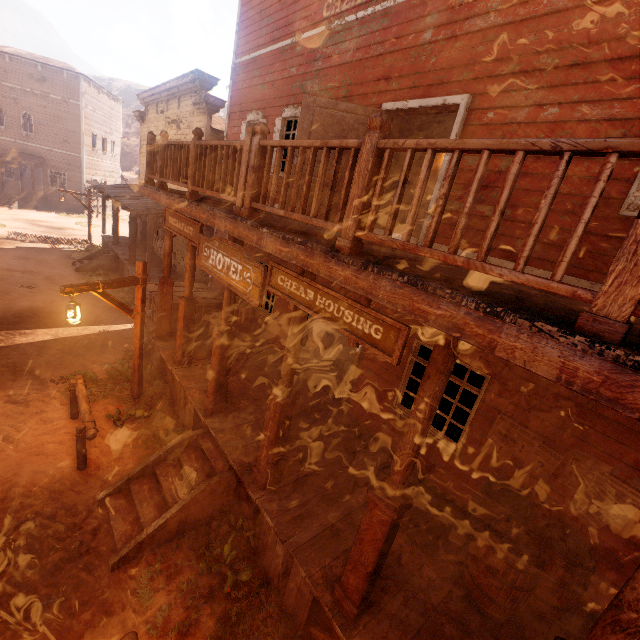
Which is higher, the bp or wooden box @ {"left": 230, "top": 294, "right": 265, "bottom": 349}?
the bp

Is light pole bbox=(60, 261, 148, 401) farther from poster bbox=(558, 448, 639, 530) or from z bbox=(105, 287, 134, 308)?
poster bbox=(558, 448, 639, 530)

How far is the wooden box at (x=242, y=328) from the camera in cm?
901

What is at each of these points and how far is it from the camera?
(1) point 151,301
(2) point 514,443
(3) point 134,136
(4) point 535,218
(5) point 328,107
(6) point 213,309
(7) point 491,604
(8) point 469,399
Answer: (1) wooden box, 9.91m
(2) poster, 4.77m
(3) z, 55.72m
(4) building, 1.81m
(5) bp, 6.20m
(6) wooden box, 10.02m
(7) barrel, 3.85m
(8) curtain, 5.44m

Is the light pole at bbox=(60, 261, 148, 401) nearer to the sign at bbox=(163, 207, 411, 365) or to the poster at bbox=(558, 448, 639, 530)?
the sign at bbox=(163, 207, 411, 365)

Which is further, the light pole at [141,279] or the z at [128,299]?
the z at [128,299]

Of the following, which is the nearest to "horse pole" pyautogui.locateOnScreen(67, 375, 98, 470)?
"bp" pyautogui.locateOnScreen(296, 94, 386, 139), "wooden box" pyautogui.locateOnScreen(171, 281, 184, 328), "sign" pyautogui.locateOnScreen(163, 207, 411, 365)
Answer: "wooden box" pyautogui.locateOnScreen(171, 281, 184, 328)

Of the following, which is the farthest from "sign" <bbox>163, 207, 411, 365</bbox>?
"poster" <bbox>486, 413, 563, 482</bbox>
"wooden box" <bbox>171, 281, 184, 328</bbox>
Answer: "poster" <bbox>486, 413, 563, 482</bbox>
